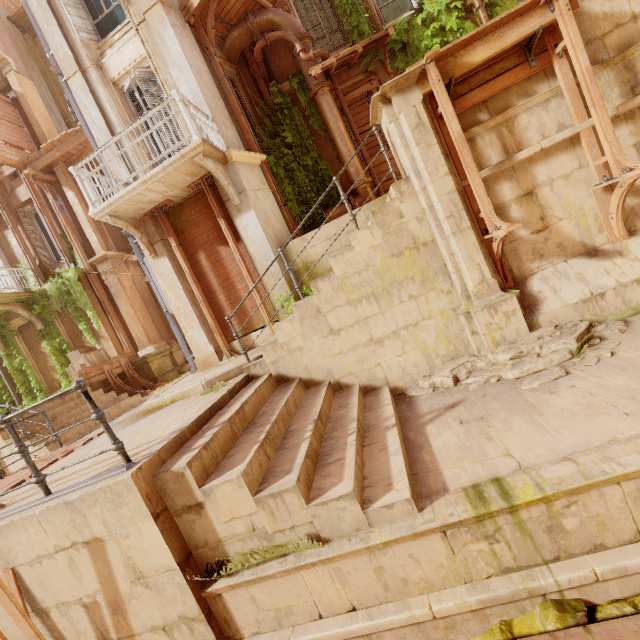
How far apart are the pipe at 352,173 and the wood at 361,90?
0.3 meters

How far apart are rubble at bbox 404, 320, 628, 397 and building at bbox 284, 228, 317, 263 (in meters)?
3.40

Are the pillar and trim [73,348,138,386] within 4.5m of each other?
no

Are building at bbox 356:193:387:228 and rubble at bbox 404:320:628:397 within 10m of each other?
yes

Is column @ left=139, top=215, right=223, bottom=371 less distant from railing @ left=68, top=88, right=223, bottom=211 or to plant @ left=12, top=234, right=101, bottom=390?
railing @ left=68, top=88, right=223, bottom=211

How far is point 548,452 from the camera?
2.95m

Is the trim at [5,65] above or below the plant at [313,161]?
above

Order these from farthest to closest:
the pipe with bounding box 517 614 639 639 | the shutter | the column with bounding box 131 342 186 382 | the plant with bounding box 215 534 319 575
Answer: the column with bounding box 131 342 186 382
the shutter
the plant with bounding box 215 534 319 575
the pipe with bounding box 517 614 639 639
